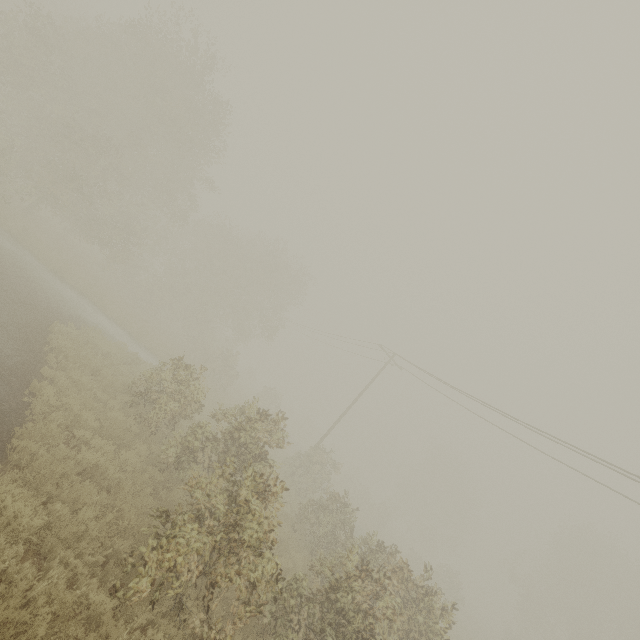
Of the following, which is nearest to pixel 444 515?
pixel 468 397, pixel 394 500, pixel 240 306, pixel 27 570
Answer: pixel 394 500
